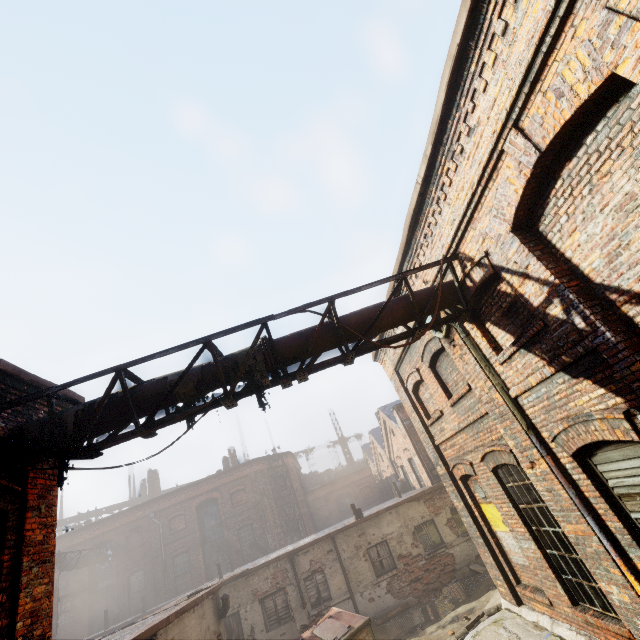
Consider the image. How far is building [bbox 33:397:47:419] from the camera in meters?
5.5

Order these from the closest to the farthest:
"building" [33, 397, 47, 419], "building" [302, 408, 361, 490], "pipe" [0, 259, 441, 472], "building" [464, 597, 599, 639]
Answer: "pipe" [0, 259, 441, 472]
"building" [33, 397, 47, 419]
"building" [464, 597, 599, 639]
"building" [302, 408, 361, 490]

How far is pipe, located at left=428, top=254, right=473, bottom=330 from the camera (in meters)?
5.79

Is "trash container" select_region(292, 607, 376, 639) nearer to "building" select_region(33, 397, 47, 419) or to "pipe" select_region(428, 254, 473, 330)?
"building" select_region(33, 397, 47, 419)

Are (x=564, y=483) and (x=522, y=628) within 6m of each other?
yes

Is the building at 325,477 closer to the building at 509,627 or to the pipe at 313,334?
the building at 509,627

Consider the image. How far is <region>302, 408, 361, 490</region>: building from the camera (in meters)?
43.97

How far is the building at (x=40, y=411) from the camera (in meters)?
5.49
